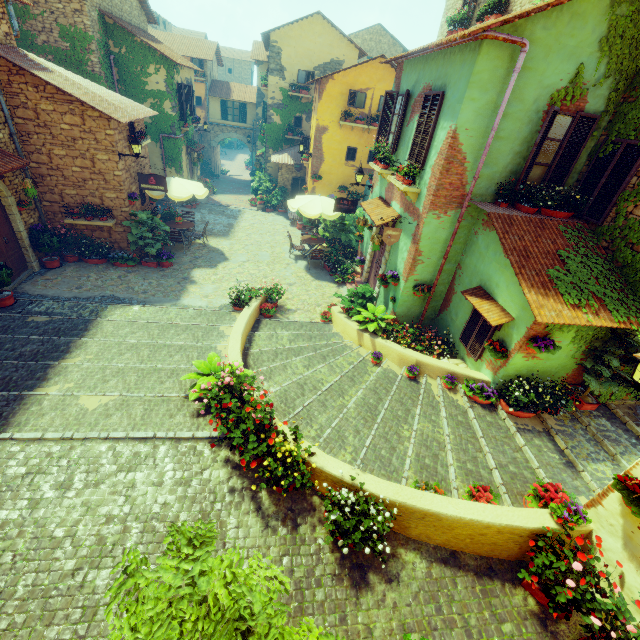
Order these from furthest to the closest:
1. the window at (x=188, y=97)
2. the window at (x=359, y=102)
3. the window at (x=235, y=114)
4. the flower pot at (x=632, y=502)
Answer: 1. the window at (x=235, y=114)
2. the window at (x=188, y=97)
3. the window at (x=359, y=102)
4. the flower pot at (x=632, y=502)

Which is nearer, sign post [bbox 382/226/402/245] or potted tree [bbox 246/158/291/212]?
sign post [bbox 382/226/402/245]

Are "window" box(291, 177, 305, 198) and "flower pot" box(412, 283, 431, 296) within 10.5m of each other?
no

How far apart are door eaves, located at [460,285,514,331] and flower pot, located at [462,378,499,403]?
1.2m

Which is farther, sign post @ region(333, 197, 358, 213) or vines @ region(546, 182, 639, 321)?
sign post @ region(333, 197, 358, 213)

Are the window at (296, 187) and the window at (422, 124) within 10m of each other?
no

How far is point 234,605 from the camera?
2.27m

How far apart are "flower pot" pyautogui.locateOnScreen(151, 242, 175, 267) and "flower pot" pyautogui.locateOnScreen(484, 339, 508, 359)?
11.5 meters
